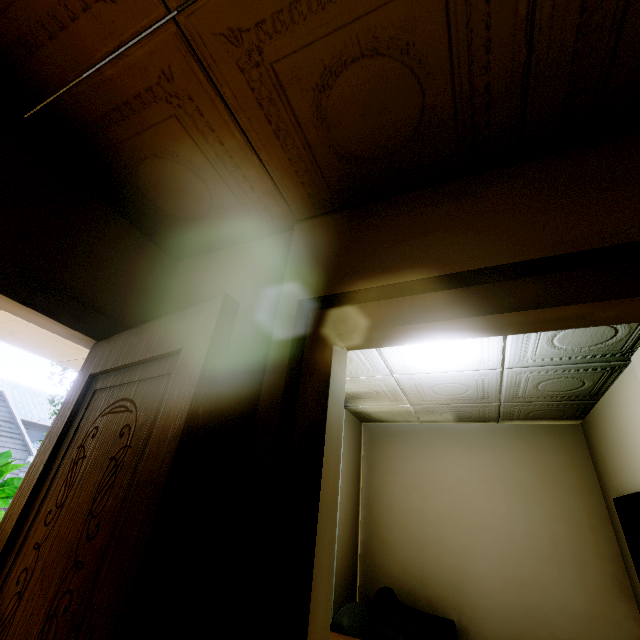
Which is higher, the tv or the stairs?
the stairs

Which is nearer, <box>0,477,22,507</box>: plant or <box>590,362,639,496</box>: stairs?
<box>590,362,639,496</box>: stairs

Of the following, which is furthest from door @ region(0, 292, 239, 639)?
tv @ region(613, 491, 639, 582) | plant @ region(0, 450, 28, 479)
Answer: tv @ region(613, 491, 639, 582)

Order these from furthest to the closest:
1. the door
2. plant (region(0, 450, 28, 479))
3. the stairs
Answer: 1. plant (region(0, 450, 28, 479))
2. the stairs
3. the door

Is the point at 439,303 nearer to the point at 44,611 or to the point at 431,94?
the point at 431,94

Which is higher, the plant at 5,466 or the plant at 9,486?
the plant at 5,466

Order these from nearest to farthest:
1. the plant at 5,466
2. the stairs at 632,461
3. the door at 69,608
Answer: the door at 69,608 < the stairs at 632,461 < the plant at 5,466

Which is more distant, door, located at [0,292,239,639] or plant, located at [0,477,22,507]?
plant, located at [0,477,22,507]
